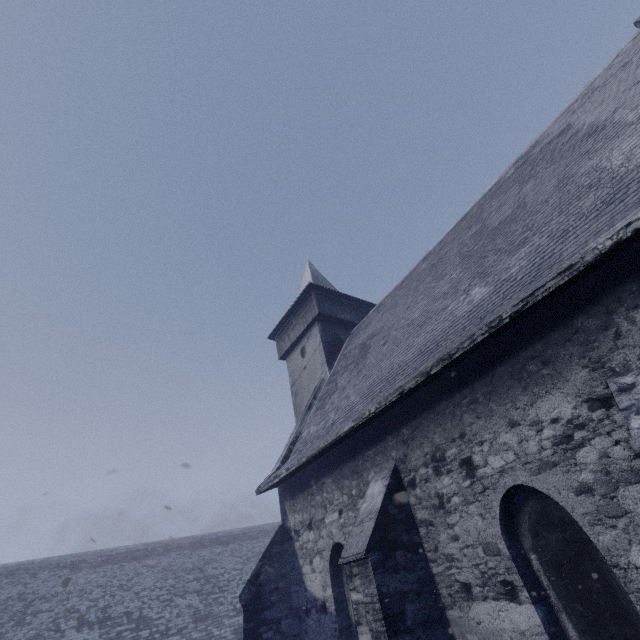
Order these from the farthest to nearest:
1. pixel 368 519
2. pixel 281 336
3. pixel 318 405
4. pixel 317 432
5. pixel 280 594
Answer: pixel 281 336, pixel 318 405, pixel 317 432, pixel 280 594, pixel 368 519
